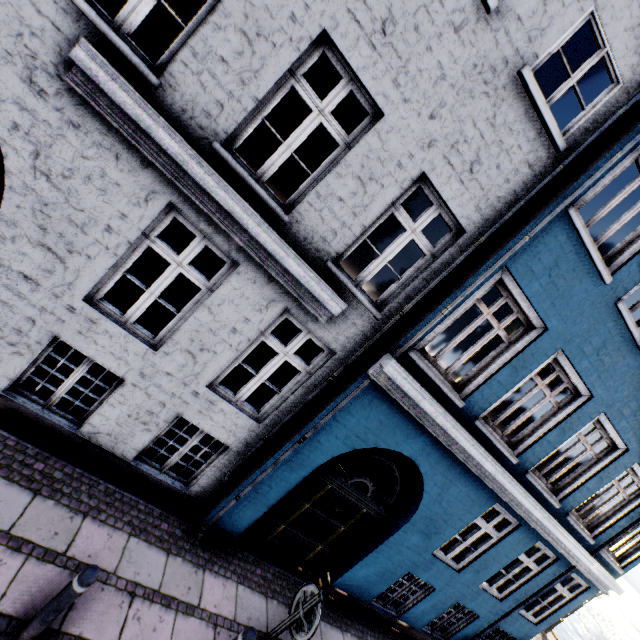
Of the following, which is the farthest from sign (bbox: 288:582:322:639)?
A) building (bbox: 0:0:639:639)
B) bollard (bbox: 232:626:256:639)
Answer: building (bbox: 0:0:639:639)

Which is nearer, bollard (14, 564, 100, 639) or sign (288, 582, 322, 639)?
bollard (14, 564, 100, 639)

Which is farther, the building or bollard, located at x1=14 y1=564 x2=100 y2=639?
the building

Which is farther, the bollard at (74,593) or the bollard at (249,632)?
the bollard at (249,632)

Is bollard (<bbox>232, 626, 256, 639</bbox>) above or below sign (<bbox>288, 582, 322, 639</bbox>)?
below

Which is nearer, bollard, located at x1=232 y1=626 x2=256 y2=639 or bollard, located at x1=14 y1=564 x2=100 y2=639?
bollard, located at x1=14 y1=564 x2=100 y2=639

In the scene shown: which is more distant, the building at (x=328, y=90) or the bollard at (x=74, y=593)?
the building at (x=328, y=90)

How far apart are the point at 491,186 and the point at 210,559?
7.3m
